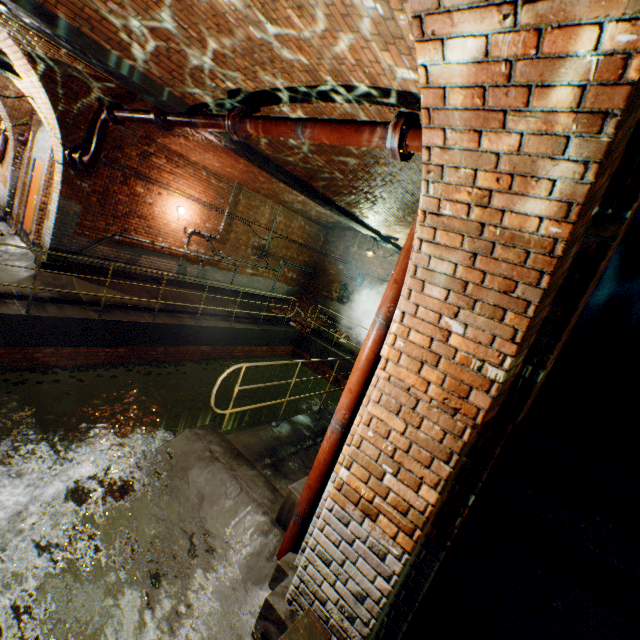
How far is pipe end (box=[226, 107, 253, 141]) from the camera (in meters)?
3.86

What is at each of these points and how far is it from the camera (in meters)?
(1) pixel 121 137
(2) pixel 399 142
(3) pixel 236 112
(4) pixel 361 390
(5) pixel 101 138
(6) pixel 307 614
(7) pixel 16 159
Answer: (1) support arch, 7.55
(2) pipe end, 2.63
(3) pipe end, 3.87
(4) pipe, 2.73
(5) pipe, 6.55
(6) sewer grate, 2.40
(7) support arch, 10.52

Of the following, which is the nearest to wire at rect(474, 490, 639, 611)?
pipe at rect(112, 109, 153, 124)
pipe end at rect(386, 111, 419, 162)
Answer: pipe end at rect(386, 111, 419, 162)

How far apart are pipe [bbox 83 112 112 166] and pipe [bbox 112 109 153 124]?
0.2m

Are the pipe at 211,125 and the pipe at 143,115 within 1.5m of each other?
yes

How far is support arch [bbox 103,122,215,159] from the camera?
7.38m

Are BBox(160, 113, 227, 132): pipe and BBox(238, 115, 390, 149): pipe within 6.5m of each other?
yes

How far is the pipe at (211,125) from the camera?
4.2 meters
